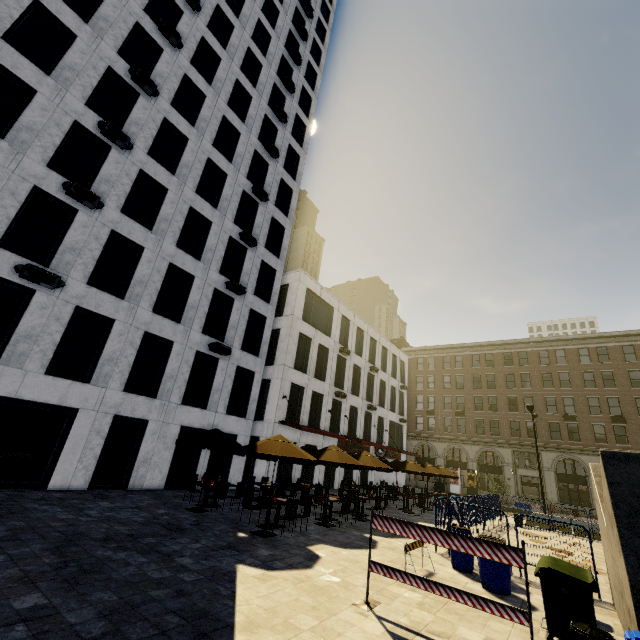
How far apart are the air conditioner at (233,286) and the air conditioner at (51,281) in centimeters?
807cm

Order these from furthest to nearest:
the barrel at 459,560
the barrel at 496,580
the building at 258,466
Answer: the building at 258,466
the barrel at 459,560
the barrel at 496,580

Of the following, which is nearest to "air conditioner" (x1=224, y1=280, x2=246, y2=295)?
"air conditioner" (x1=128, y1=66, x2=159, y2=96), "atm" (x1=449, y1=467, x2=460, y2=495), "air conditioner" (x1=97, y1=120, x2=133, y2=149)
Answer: "air conditioner" (x1=97, y1=120, x2=133, y2=149)

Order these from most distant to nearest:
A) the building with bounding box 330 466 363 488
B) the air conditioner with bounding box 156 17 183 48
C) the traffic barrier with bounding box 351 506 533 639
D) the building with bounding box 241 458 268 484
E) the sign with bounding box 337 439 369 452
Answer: the sign with bounding box 337 439 369 452
the building with bounding box 330 466 363 488
the building with bounding box 241 458 268 484
the air conditioner with bounding box 156 17 183 48
the traffic barrier with bounding box 351 506 533 639

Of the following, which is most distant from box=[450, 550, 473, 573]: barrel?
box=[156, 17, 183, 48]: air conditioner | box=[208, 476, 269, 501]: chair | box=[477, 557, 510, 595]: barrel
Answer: box=[156, 17, 183, 48]: air conditioner

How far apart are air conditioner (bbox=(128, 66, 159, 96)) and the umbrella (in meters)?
19.54

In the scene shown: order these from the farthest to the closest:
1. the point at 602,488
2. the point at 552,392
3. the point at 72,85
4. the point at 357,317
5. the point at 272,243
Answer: the point at 552,392 → the point at 357,317 → the point at 272,243 → the point at 72,85 → the point at 602,488

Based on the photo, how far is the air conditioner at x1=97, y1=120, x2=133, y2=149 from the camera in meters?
14.6
